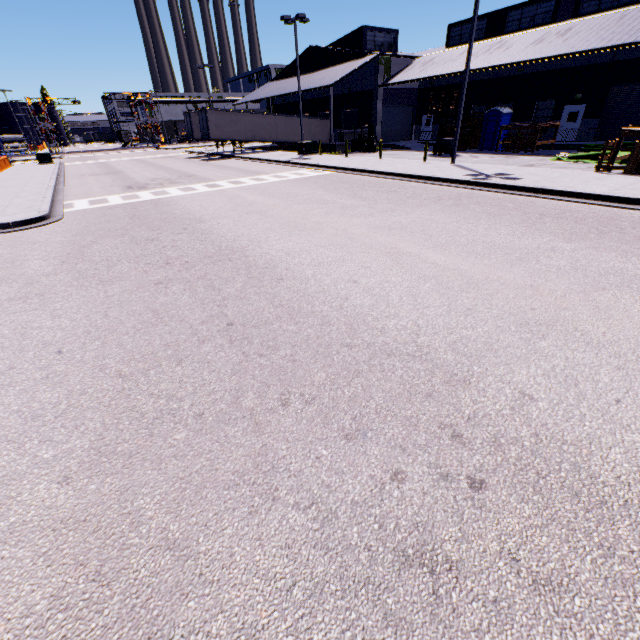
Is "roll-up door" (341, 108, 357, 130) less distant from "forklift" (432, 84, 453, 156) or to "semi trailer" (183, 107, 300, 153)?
"semi trailer" (183, 107, 300, 153)

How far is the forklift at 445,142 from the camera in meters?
23.4

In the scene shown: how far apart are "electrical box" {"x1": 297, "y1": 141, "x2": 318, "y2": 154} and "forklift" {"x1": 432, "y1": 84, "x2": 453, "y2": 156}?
10.3 meters

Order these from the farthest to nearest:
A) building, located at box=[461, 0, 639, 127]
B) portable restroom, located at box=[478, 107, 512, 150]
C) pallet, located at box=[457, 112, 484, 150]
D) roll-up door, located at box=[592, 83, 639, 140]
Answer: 1. pallet, located at box=[457, 112, 484, 150]
2. portable restroom, located at box=[478, 107, 512, 150]
3. roll-up door, located at box=[592, 83, 639, 140]
4. building, located at box=[461, 0, 639, 127]

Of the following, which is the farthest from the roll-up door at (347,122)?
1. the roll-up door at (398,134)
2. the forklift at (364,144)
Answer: the forklift at (364,144)

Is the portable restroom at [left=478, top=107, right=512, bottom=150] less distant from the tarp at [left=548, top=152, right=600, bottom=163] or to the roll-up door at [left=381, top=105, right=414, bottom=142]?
the tarp at [left=548, top=152, right=600, bottom=163]

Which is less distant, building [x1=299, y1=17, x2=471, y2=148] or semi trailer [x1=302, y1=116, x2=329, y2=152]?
building [x1=299, y1=17, x2=471, y2=148]

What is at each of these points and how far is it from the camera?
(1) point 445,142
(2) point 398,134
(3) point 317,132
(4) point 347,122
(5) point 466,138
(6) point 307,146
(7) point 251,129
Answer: (1) forklift, 23.4 meters
(2) roll-up door, 36.5 meters
(3) semi trailer, 39.3 meters
(4) roll-up door, 37.8 meters
(5) pallet, 27.3 meters
(6) electrical box, 29.2 meters
(7) semi trailer, 34.9 meters
